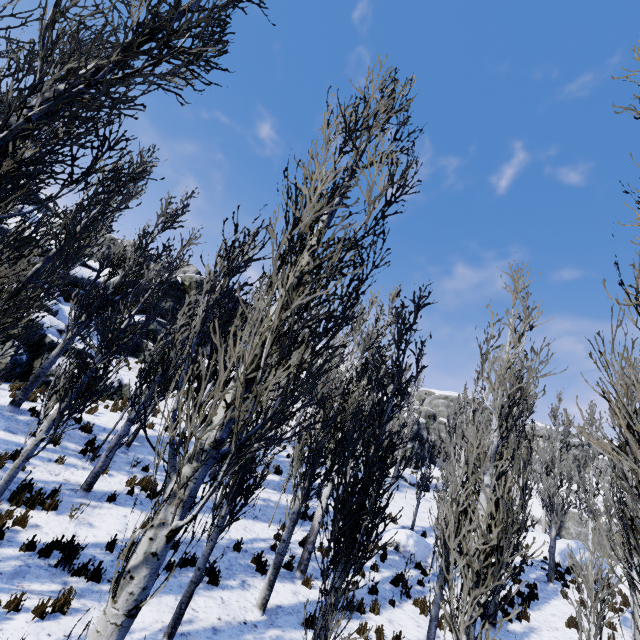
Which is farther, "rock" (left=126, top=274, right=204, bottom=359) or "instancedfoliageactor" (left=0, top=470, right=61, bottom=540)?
"rock" (left=126, top=274, right=204, bottom=359)

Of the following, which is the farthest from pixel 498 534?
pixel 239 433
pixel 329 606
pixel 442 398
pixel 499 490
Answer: pixel 442 398

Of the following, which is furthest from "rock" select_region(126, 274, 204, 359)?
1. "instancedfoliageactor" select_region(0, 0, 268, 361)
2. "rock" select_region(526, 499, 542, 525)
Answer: "rock" select_region(526, 499, 542, 525)

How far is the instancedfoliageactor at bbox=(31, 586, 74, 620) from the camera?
5.25m

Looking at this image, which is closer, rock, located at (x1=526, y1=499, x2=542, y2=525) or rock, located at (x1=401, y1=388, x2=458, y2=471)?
rock, located at (x1=526, y1=499, x2=542, y2=525)

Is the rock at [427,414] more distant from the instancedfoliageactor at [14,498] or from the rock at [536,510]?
the rock at [536,510]

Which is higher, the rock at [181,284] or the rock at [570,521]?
the rock at [181,284]
